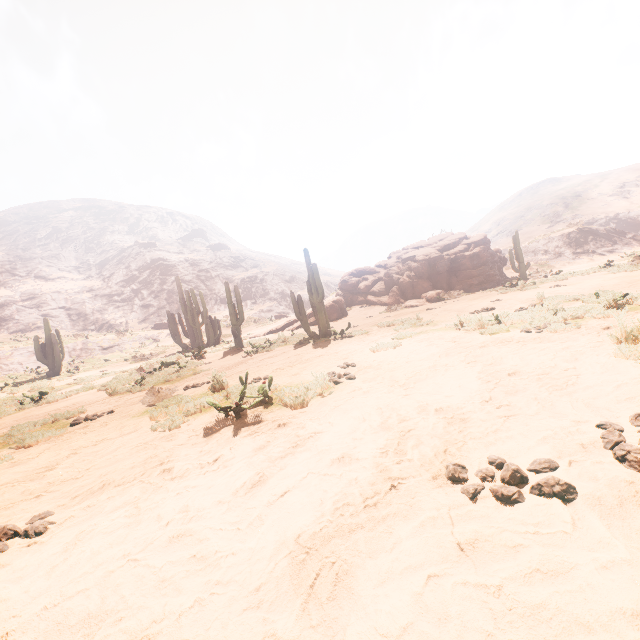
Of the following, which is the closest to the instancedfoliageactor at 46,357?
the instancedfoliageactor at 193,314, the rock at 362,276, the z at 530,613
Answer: the z at 530,613

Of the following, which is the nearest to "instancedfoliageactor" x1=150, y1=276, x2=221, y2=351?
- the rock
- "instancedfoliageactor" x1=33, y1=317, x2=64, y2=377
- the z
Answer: the z

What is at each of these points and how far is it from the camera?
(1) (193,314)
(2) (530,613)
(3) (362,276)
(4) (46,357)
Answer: (1) instancedfoliageactor, 23.5 meters
(2) z, 1.3 meters
(3) rock, 27.1 meters
(4) instancedfoliageactor, 22.1 meters

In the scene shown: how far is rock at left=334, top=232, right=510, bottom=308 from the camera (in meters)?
21.44

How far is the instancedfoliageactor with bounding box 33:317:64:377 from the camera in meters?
21.6

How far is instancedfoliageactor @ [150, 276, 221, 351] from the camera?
21.42m

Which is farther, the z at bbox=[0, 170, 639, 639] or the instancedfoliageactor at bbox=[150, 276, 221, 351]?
the instancedfoliageactor at bbox=[150, 276, 221, 351]

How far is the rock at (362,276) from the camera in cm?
2144
